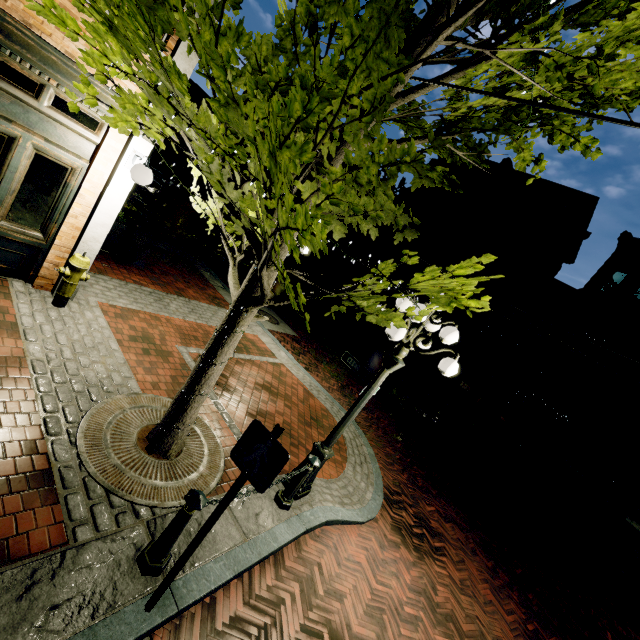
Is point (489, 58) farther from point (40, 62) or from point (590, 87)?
point (40, 62)

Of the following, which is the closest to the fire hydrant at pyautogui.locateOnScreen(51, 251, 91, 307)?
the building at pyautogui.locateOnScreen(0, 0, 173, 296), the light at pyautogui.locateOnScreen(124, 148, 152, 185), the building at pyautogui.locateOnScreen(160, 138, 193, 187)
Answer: the building at pyautogui.locateOnScreen(0, 0, 173, 296)

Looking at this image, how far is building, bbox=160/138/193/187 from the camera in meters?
35.5 m

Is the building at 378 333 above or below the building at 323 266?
below

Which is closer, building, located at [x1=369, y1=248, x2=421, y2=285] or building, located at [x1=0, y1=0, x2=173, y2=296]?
building, located at [x1=0, y1=0, x2=173, y2=296]

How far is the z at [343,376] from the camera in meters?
9.9

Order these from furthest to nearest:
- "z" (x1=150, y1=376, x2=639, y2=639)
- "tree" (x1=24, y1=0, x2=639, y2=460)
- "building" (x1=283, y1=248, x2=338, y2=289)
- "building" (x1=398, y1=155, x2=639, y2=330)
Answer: "building" (x1=283, y1=248, x2=338, y2=289)
"building" (x1=398, y1=155, x2=639, y2=330)
"z" (x1=150, y1=376, x2=639, y2=639)
"tree" (x1=24, y1=0, x2=639, y2=460)

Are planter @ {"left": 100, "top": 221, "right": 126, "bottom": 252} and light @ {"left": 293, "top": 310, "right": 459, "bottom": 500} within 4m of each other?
no
